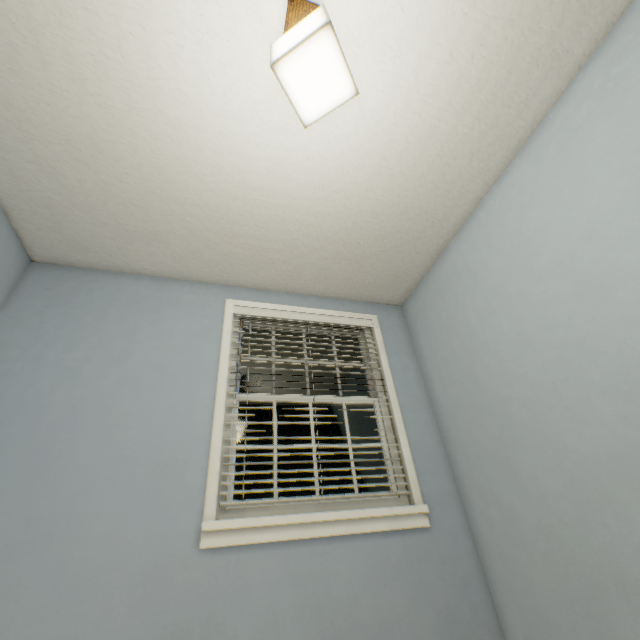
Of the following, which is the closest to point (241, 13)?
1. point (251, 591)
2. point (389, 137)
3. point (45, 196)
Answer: point (389, 137)

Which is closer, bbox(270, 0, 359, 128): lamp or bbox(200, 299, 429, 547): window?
bbox(270, 0, 359, 128): lamp

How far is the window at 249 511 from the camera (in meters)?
1.67

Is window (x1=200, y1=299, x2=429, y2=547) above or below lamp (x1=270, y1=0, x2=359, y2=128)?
below

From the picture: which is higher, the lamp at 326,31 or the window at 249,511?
the lamp at 326,31

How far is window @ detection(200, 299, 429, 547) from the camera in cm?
167
